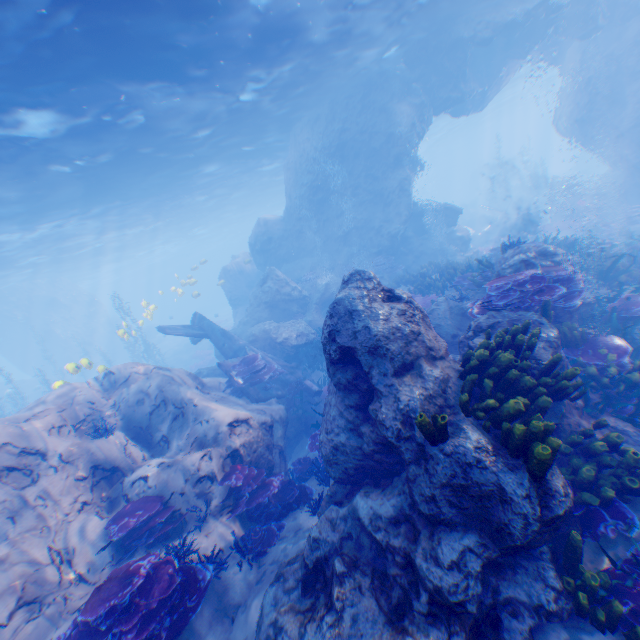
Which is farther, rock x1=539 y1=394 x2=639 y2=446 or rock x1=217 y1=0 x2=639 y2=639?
rock x1=539 y1=394 x2=639 y2=446

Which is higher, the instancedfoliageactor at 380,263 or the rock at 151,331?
the instancedfoliageactor at 380,263

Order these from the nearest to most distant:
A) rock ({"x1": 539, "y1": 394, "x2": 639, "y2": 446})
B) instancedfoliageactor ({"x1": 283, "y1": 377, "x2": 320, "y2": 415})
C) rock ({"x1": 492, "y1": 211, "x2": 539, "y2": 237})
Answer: rock ({"x1": 539, "y1": 394, "x2": 639, "y2": 446})
instancedfoliageactor ({"x1": 283, "y1": 377, "x2": 320, "y2": 415})
rock ({"x1": 492, "y1": 211, "x2": 539, "y2": 237})

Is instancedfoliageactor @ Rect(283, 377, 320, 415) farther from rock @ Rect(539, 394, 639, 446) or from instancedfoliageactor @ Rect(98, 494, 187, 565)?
instancedfoliageactor @ Rect(98, 494, 187, 565)

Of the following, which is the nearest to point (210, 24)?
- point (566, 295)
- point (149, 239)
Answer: point (566, 295)

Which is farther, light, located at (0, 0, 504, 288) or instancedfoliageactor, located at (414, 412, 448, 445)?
light, located at (0, 0, 504, 288)

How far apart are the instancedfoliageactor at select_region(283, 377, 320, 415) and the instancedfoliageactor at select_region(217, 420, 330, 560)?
3.9 meters

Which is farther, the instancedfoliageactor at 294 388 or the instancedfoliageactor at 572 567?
the instancedfoliageactor at 294 388
